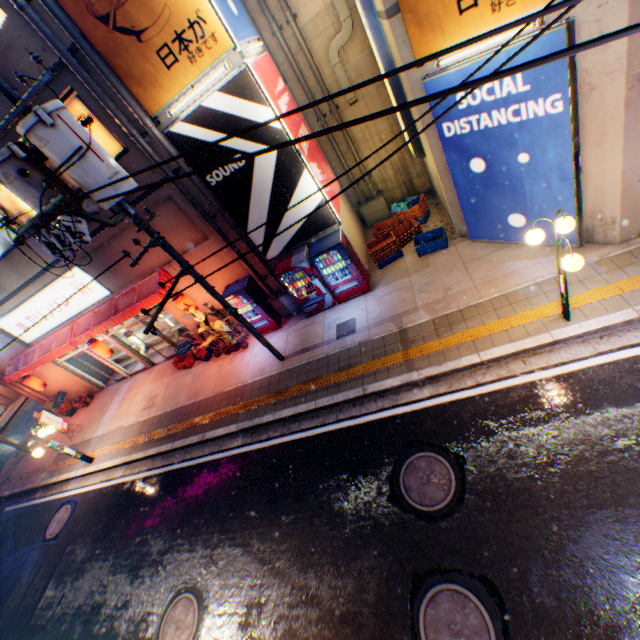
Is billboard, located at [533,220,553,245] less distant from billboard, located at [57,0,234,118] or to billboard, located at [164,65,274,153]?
billboard, located at [164,65,274,153]

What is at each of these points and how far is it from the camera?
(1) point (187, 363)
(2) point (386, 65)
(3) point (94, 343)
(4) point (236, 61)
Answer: (1) plastic crate, 13.2m
(2) sign, 8.4m
(3) street lamp, 13.0m
(4) building, 7.1m

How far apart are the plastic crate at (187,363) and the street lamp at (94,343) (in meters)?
2.54

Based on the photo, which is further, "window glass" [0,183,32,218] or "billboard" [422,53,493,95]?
"window glass" [0,183,32,218]

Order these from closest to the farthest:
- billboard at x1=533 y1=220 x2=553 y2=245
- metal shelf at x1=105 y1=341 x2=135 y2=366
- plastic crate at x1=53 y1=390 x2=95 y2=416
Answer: billboard at x1=533 y1=220 x2=553 y2=245
plastic crate at x1=53 y1=390 x2=95 y2=416
metal shelf at x1=105 y1=341 x2=135 y2=366

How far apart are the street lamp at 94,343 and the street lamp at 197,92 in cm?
959

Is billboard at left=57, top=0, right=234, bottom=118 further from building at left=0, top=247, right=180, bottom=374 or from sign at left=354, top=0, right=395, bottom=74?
sign at left=354, top=0, right=395, bottom=74

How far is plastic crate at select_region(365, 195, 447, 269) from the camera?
10.0 meters
